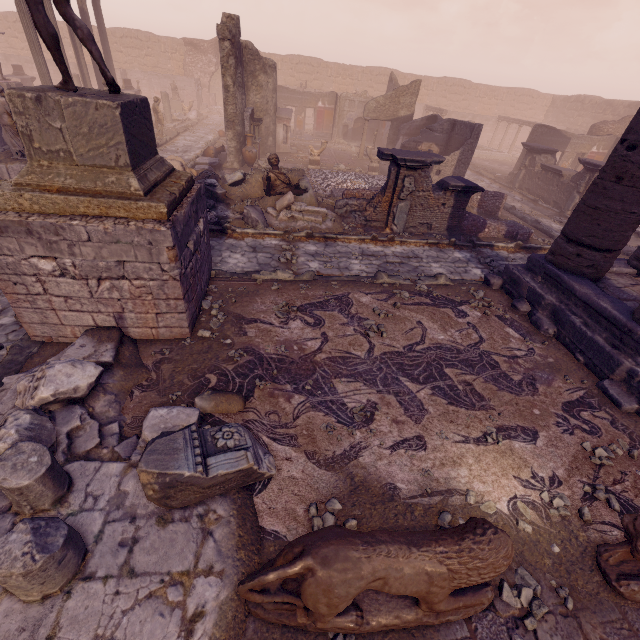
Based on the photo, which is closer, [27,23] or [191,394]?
[191,394]

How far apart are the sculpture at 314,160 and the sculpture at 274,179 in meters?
6.0

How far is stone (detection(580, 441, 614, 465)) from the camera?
4.0m

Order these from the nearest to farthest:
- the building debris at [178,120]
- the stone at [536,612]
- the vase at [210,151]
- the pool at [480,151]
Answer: the stone at [536,612] → the vase at [210,151] → the building debris at [178,120] → the pool at [480,151]

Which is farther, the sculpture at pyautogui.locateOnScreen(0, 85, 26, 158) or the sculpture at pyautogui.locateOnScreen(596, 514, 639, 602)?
the sculpture at pyautogui.locateOnScreen(0, 85, 26, 158)

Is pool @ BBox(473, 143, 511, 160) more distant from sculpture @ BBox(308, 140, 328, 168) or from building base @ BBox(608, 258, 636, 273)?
building base @ BBox(608, 258, 636, 273)

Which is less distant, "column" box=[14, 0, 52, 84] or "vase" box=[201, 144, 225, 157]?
"column" box=[14, 0, 52, 84]

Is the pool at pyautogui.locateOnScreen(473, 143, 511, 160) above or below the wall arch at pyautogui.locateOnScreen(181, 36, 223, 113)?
below
